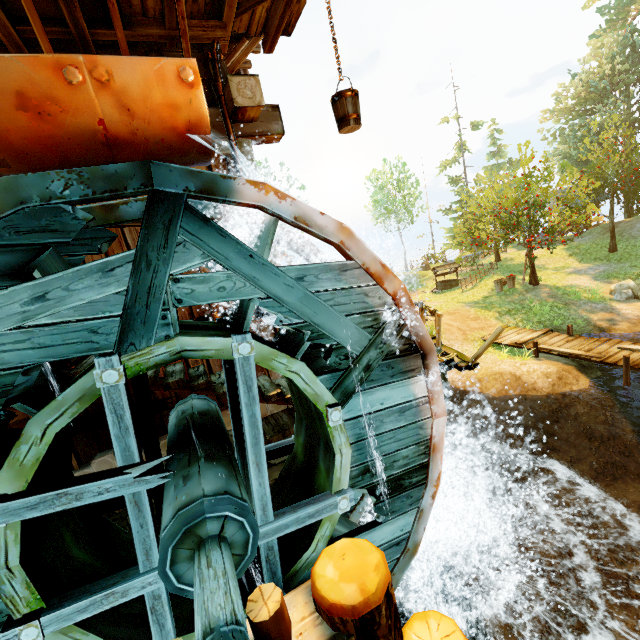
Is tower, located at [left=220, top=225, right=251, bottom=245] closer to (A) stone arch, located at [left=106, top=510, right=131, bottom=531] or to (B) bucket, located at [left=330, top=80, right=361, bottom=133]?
(A) stone arch, located at [left=106, top=510, right=131, bottom=531]

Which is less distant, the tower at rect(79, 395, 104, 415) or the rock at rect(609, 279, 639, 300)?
the tower at rect(79, 395, 104, 415)

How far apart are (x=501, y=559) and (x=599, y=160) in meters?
26.1 m

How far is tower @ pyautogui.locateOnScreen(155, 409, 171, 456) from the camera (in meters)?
5.52

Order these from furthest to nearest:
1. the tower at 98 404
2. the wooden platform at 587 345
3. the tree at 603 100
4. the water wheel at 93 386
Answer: the tree at 603 100 < the wooden platform at 587 345 < the tower at 98 404 < the water wheel at 93 386

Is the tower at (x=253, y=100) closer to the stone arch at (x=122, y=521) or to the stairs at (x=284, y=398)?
the stairs at (x=284, y=398)

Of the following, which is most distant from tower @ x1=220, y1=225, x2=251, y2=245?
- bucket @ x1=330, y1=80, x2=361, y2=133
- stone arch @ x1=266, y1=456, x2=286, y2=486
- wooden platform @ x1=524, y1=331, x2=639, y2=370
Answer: wooden platform @ x1=524, y1=331, x2=639, y2=370

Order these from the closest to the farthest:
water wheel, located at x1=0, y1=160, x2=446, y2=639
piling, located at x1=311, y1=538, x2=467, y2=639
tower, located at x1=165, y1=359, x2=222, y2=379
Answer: piling, located at x1=311, y1=538, x2=467, y2=639, water wheel, located at x1=0, y1=160, x2=446, y2=639, tower, located at x1=165, y1=359, x2=222, y2=379
